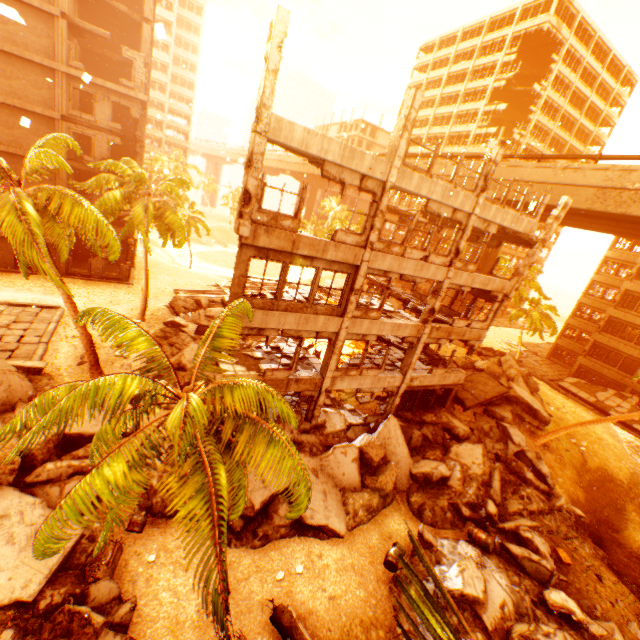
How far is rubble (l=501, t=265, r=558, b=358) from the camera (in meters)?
32.44

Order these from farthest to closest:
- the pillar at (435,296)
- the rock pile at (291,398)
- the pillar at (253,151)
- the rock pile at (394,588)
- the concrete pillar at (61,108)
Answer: the concrete pillar at (61,108)
the rock pile at (291,398)
the pillar at (435,296)
the rock pile at (394,588)
the pillar at (253,151)

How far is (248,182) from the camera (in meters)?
9.73

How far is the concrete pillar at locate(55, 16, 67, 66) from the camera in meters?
21.7

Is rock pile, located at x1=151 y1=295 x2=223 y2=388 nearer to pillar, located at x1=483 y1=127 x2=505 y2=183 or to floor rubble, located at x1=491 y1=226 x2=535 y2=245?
pillar, located at x1=483 y1=127 x2=505 y2=183

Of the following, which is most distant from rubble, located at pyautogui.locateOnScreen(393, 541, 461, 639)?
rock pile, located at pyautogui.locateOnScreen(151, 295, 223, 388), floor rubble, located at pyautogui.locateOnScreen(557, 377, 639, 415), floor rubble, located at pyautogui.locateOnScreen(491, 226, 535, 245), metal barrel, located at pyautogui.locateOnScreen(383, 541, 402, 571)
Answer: floor rubble, located at pyautogui.locateOnScreen(491, 226, 535, 245)

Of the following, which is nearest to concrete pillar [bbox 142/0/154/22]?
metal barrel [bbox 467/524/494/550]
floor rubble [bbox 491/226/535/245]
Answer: floor rubble [bbox 491/226/535/245]

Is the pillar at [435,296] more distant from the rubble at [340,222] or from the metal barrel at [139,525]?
the metal barrel at [139,525]
